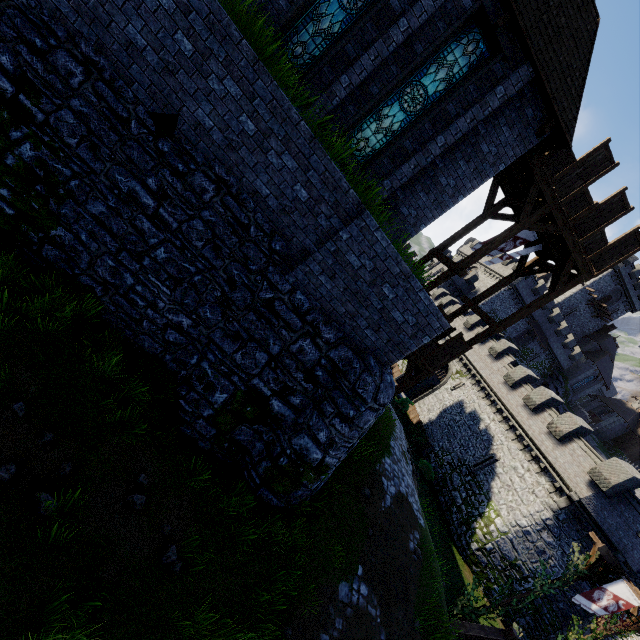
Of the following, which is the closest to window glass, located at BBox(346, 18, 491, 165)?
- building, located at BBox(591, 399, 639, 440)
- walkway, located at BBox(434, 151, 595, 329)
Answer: walkway, located at BBox(434, 151, 595, 329)

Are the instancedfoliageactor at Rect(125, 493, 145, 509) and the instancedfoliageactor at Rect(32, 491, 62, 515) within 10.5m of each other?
yes

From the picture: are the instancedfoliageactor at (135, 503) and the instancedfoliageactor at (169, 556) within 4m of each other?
yes

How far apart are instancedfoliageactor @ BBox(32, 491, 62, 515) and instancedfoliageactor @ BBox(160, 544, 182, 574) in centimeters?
205cm

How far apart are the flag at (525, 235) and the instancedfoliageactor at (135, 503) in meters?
16.7

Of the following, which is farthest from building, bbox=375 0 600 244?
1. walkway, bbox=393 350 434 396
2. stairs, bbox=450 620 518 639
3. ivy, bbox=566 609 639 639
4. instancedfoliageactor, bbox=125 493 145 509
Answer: ivy, bbox=566 609 639 639

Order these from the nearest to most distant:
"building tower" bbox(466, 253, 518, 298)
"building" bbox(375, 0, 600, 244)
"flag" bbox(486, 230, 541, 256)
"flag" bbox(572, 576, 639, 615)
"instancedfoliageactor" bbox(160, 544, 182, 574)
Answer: "instancedfoliageactor" bbox(160, 544, 182, 574)
"building" bbox(375, 0, 600, 244)
"flag" bbox(572, 576, 639, 615)
"flag" bbox(486, 230, 541, 256)
"building tower" bbox(466, 253, 518, 298)

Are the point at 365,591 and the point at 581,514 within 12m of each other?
no
